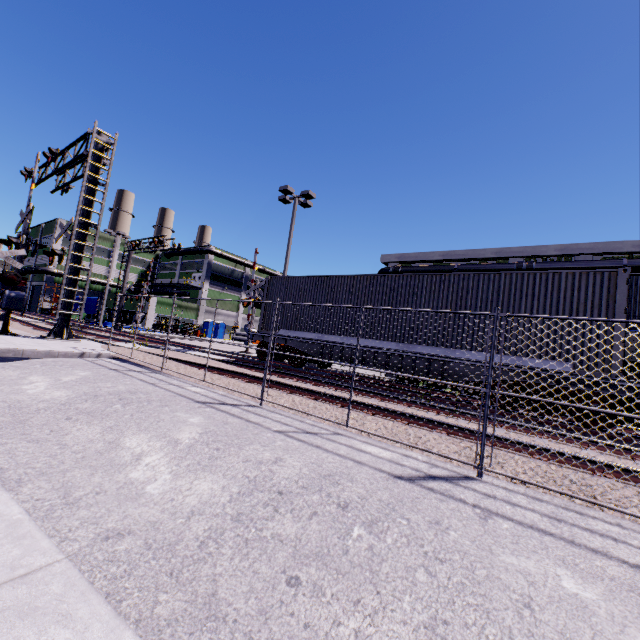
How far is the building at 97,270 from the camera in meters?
53.7

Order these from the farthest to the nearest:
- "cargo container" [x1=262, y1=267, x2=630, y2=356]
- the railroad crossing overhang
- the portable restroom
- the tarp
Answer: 1. the portable restroom
2. the tarp
3. the railroad crossing overhang
4. "cargo container" [x1=262, y1=267, x2=630, y2=356]

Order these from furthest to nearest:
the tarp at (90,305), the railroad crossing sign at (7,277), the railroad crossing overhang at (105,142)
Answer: the tarp at (90,305), the railroad crossing overhang at (105,142), the railroad crossing sign at (7,277)

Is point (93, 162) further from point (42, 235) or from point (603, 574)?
point (42, 235)

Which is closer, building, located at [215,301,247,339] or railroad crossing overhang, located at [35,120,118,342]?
railroad crossing overhang, located at [35,120,118,342]

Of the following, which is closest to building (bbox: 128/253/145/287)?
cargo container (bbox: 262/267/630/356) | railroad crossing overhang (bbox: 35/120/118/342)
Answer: cargo container (bbox: 262/267/630/356)

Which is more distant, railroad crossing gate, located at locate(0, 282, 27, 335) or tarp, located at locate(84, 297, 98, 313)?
tarp, located at locate(84, 297, 98, 313)

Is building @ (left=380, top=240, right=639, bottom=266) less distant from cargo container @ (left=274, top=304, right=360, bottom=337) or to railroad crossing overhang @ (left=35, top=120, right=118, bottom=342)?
cargo container @ (left=274, top=304, right=360, bottom=337)
